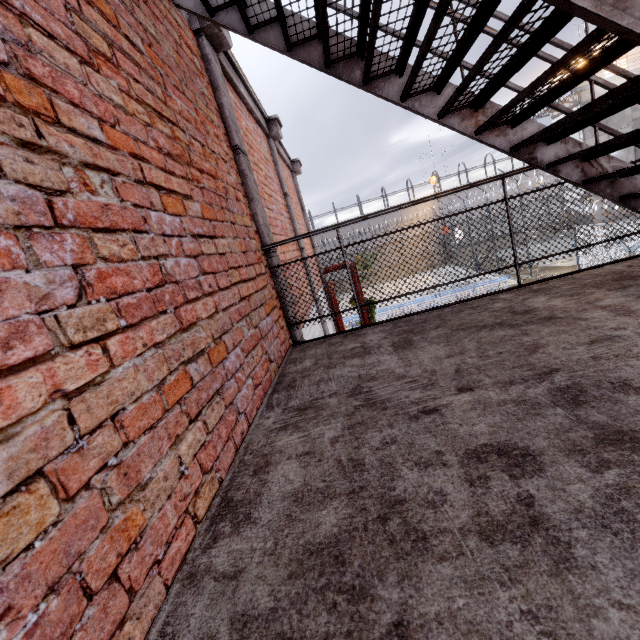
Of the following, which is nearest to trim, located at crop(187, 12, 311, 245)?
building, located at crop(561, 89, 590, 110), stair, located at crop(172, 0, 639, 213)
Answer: stair, located at crop(172, 0, 639, 213)

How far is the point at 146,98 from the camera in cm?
165

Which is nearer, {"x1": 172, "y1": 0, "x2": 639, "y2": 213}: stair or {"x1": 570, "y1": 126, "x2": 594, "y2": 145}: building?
{"x1": 172, "y1": 0, "x2": 639, "y2": 213}: stair

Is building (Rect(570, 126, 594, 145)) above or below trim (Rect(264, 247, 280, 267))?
above

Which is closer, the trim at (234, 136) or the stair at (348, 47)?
the stair at (348, 47)

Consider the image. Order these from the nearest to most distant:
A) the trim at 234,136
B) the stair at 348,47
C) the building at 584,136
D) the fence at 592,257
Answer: the stair at 348,47, the trim at 234,136, the fence at 592,257, the building at 584,136

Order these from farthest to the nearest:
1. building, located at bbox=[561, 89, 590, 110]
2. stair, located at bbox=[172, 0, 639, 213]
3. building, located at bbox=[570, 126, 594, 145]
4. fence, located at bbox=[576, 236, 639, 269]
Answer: building, located at bbox=[570, 126, 594, 145]
building, located at bbox=[561, 89, 590, 110]
fence, located at bbox=[576, 236, 639, 269]
stair, located at bbox=[172, 0, 639, 213]

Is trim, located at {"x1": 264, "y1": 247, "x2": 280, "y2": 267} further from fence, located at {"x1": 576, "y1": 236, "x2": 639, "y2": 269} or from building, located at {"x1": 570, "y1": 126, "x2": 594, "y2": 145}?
building, located at {"x1": 570, "y1": 126, "x2": 594, "y2": 145}
